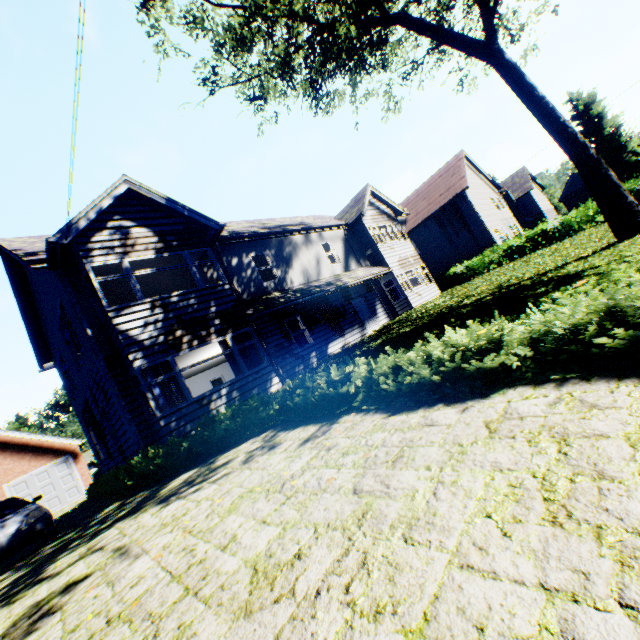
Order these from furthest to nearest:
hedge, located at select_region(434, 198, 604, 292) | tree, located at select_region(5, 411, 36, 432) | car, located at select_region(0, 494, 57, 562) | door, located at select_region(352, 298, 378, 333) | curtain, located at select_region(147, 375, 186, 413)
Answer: tree, located at select_region(5, 411, 36, 432), hedge, located at select_region(434, 198, 604, 292), door, located at select_region(352, 298, 378, 333), curtain, located at select_region(147, 375, 186, 413), car, located at select_region(0, 494, 57, 562)

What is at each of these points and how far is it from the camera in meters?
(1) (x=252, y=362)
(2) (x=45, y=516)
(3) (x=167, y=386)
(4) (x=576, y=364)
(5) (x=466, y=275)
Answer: (1) curtain, 12.0 m
(2) car, 8.1 m
(3) curtain, 9.9 m
(4) hedge, 3.2 m
(5) hedge, 25.4 m

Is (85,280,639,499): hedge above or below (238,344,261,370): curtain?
below

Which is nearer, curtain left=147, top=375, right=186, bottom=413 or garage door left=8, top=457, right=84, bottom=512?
curtain left=147, top=375, right=186, bottom=413

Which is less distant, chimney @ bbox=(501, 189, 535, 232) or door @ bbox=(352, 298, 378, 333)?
door @ bbox=(352, 298, 378, 333)

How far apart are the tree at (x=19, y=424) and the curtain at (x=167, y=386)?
41.89m

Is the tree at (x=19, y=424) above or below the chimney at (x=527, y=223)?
above

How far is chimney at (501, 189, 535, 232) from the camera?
47.6 meters
